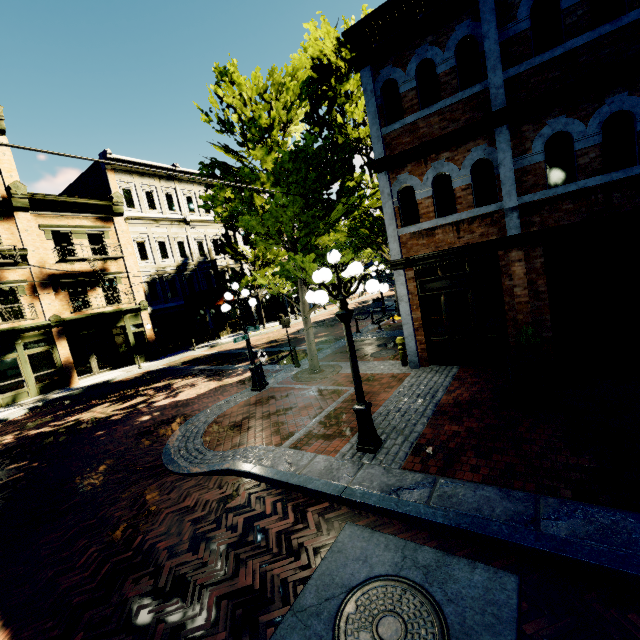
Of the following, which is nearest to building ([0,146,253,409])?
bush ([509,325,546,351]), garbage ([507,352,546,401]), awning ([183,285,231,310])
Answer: awning ([183,285,231,310])

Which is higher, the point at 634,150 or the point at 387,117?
the point at 387,117

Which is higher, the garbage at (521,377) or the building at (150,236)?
the building at (150,236)

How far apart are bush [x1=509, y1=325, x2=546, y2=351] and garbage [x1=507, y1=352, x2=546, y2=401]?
0.43m

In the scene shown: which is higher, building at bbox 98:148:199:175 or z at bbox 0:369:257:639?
building at bbox 98:148:199:175

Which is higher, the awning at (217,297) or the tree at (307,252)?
the tree at (307,252)

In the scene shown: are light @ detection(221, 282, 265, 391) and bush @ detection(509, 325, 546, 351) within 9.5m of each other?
yes

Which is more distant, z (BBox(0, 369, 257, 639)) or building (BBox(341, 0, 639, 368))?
building (BBox(341, 0, 639, 368))
